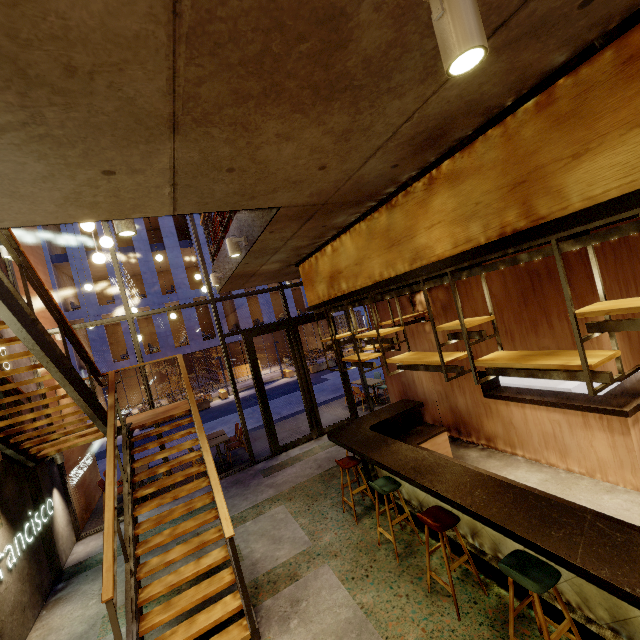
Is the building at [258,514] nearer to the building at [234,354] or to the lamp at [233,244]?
the lamp at [233,244]

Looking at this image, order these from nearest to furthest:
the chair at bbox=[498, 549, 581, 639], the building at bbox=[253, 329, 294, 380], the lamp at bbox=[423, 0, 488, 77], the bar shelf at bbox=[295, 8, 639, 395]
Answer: the lamp at bbox=[423, 0, 488, 77] → the bar shelf at bbox=[295, 8, 639, 395] → the chair at bbox=[498, 549, 581, 639] → the building at bbox=[253, 329, 294, 380]

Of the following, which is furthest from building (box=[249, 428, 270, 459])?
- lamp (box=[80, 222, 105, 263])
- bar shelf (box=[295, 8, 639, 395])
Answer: bar shelf (box=[295, 8, 639, 395])

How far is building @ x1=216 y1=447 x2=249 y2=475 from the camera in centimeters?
884cm

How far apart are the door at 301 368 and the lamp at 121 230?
6.2 meters

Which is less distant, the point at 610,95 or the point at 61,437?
the point at 610,95

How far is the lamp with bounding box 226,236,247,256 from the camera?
4.4 meters
